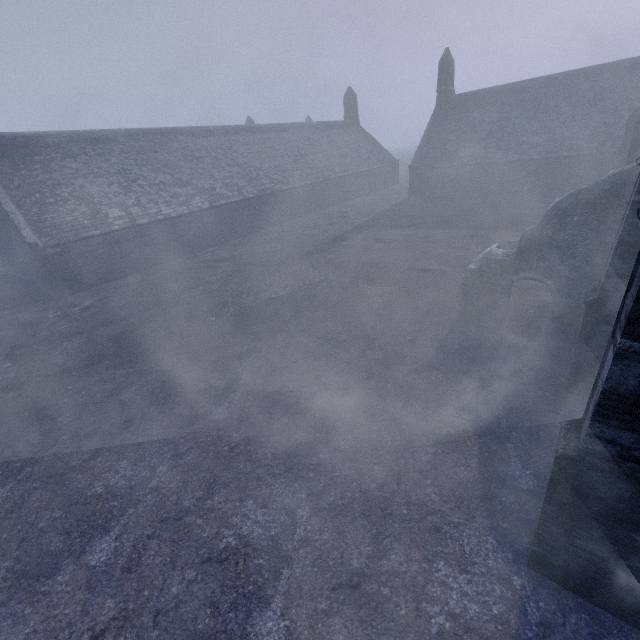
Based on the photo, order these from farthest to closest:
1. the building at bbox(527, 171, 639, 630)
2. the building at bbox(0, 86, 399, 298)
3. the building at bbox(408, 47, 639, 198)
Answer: the building at bbox(408, 47, 639, 198) < the building at bbox(0, 86, 399, 298) < the building at bbox(527, 171, 639, 630)

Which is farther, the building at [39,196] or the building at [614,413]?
the building at [39,196]

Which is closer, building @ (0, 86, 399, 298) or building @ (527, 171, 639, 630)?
building @ (527, 171, 639, 630)

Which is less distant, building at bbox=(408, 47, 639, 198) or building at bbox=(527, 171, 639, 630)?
building at bbox=(527, 171, 639, 630)

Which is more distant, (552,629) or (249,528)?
(249,528)

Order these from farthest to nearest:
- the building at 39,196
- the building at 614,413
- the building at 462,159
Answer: the building at 462,159
the building at 39,196
the building at 614,413
